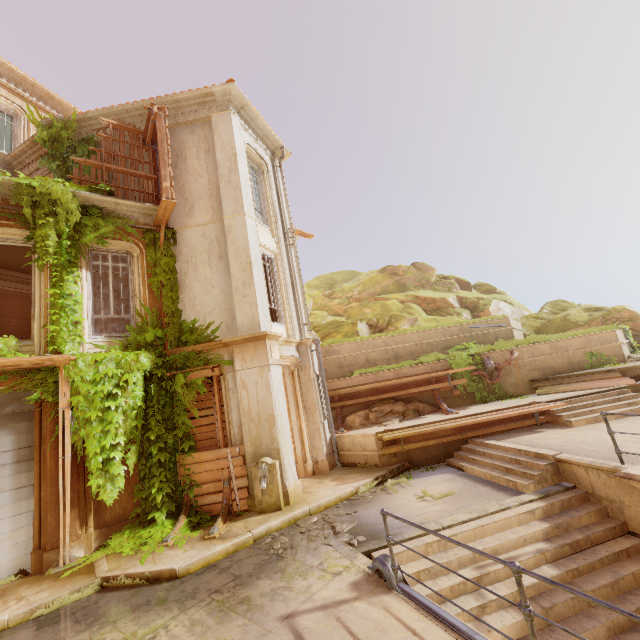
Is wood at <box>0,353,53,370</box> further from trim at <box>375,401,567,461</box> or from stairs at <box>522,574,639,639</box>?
trim at <box>375,401,567,461</box>

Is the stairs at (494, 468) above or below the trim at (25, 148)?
below

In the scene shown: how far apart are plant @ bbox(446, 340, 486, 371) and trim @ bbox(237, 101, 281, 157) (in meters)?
11.08

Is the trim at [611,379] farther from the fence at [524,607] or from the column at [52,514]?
the column at [52,514]

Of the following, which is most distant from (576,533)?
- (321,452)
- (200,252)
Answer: (200,252)

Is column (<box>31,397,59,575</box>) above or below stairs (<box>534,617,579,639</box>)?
above

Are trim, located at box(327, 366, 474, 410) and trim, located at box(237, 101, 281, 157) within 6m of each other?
no

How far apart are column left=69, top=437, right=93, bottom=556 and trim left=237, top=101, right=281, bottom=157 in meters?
10.0
